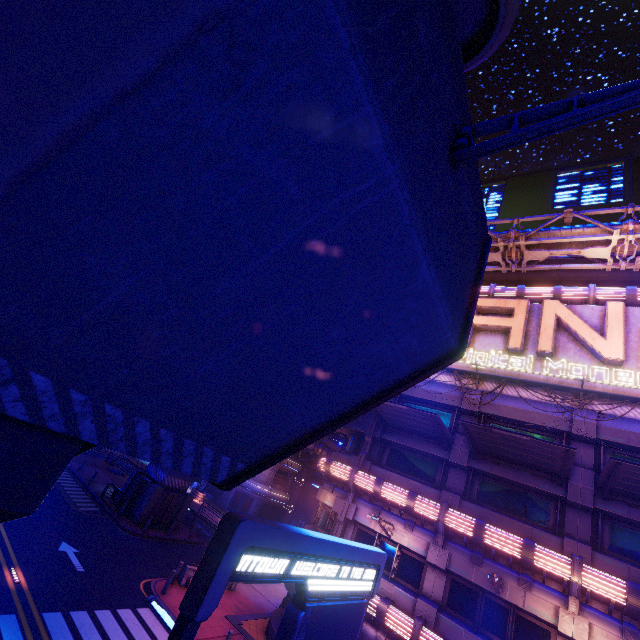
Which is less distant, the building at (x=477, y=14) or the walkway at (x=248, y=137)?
the walkway at (x=248, y=137)

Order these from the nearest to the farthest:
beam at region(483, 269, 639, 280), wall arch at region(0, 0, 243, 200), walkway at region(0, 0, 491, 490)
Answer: wall arch at region(0, 0, 243, 200) < walkway at region(0, 0, 491, 490) < beam at region(483, 269, 639, 280)

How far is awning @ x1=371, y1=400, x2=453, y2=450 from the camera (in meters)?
15.52

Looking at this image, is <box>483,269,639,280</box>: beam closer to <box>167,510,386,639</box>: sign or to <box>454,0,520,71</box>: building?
<box>454,0,520,71</box>: building

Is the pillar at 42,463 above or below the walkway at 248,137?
below

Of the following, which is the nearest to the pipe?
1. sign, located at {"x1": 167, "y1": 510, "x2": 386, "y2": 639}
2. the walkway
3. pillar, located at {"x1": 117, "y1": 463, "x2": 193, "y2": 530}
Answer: the walkway

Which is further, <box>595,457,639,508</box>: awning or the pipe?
the pipe

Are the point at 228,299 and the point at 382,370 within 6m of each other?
yes
